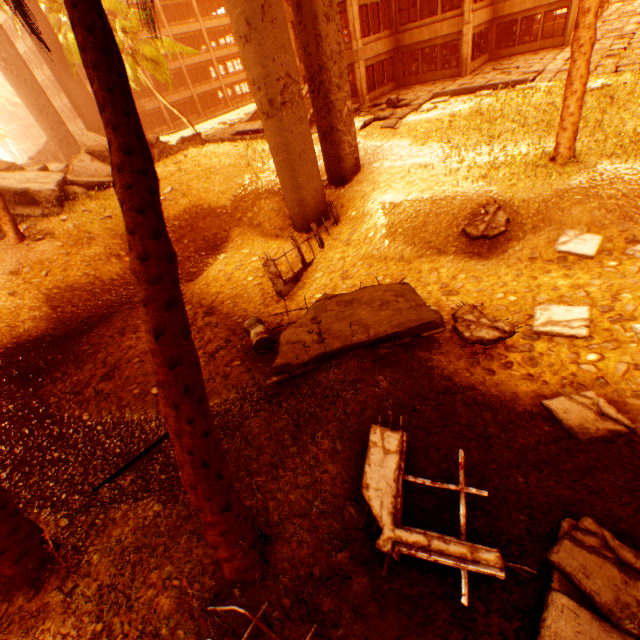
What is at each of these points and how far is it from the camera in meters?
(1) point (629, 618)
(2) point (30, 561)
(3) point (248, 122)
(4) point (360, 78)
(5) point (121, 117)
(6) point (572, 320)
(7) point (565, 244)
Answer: (1) rubble, 2.9 m
(2) rubble, 4.0 m
(3) floor rubble, 24.9 m
(4) pillar, 21.2 m
(5) rubble, 2.7 m
(6) rubble, 6.5 m
(7) rubble, 8.3 m

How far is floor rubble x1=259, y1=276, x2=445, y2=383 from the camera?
6.52m

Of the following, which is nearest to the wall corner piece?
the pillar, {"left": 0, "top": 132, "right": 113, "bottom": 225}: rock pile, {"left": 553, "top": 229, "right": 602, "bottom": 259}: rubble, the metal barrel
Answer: the pillar

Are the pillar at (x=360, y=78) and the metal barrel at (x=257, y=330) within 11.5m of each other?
no

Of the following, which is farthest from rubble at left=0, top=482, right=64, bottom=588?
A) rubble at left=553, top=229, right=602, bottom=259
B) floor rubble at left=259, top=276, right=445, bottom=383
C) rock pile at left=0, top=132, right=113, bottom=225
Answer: rubble at left=553, top=229, right=602, bottom=259

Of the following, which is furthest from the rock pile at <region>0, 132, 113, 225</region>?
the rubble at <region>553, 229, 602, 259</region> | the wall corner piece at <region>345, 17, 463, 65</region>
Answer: the rubble at <region>553, 229, 602, 259</region>

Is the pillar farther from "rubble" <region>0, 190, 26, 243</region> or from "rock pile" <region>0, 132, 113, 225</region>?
"rock pile" <region>0, 132, 113, 225</region>

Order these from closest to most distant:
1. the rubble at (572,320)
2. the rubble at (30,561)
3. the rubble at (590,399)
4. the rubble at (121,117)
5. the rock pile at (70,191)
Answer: the rubble at (121,117), the rubble at (30,561), the rubble at (590,399), the rubble at (572,320), the rock pile at (70,191)
